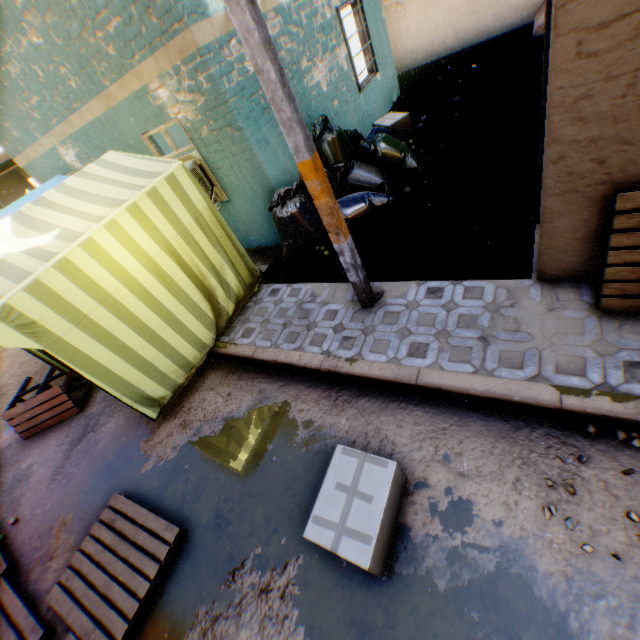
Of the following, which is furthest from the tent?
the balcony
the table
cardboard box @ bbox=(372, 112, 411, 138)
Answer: cardboard box @ bbox=(372, 112, 411, 138)

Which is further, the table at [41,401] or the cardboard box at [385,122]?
the cardboard box at [385,122]

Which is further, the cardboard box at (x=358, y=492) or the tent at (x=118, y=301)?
the tent at (x=118, y=301)

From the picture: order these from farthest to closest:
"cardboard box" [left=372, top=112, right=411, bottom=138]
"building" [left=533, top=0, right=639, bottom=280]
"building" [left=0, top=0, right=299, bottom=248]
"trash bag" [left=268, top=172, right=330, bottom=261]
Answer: "cardboard box" [left=372, top=112, right=411, bottom=138] < "trash bag" [left=268, top=172, right=330, bottom=261] < "building" [left=0, top=0, right=299, bottom=248] < "building" [left=533, top=0, right=639, bottom=280]

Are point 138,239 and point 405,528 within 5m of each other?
yes

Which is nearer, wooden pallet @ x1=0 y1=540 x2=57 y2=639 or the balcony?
wooden pallet @ x1=0 y1=540 x2=57 y2=639

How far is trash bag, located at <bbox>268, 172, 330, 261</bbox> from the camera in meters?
5.1

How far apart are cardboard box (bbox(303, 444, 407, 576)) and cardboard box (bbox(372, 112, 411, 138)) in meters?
7.0
